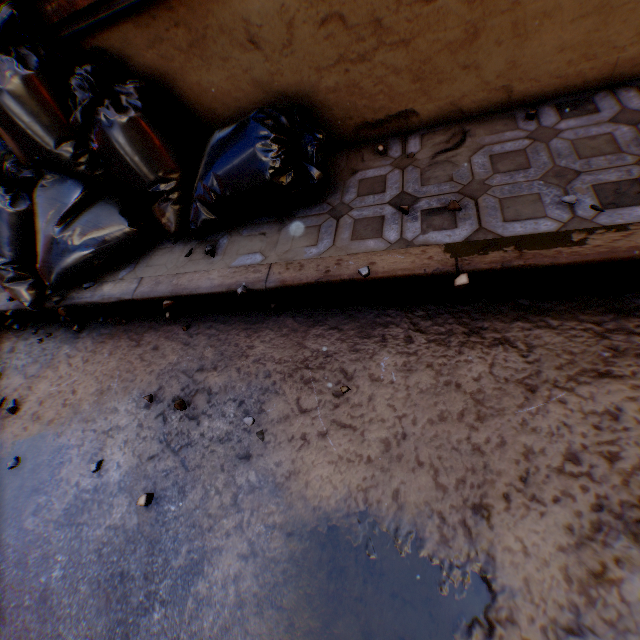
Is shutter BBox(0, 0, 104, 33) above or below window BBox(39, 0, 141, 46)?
above

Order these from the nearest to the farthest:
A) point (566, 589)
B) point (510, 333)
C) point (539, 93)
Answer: point (566, 589) → point (510, 333) → point (539, 93)

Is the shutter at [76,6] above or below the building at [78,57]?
above

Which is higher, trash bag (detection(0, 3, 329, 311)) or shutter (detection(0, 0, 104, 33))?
shutter (detection(0, 0, 104, 33))

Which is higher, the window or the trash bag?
the window

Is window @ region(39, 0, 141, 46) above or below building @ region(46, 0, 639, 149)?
above

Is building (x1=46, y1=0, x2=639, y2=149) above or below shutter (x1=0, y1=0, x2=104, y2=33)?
below

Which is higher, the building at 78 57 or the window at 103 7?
the window at 103 7
